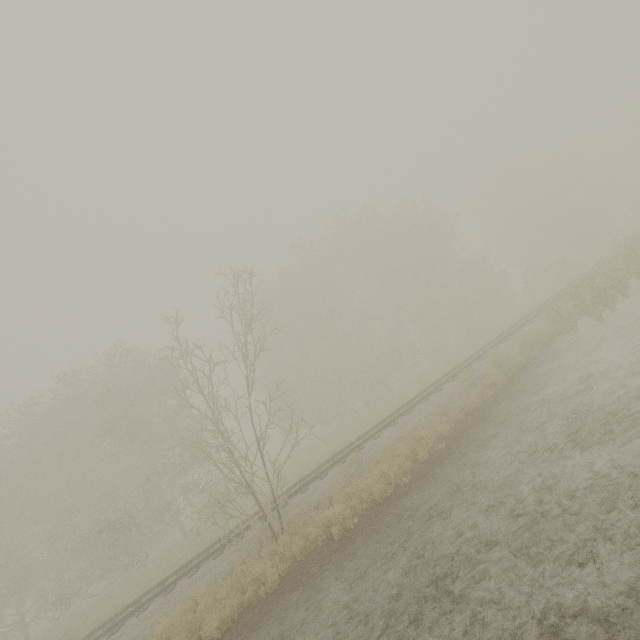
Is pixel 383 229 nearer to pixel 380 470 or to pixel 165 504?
pixel 380 470
